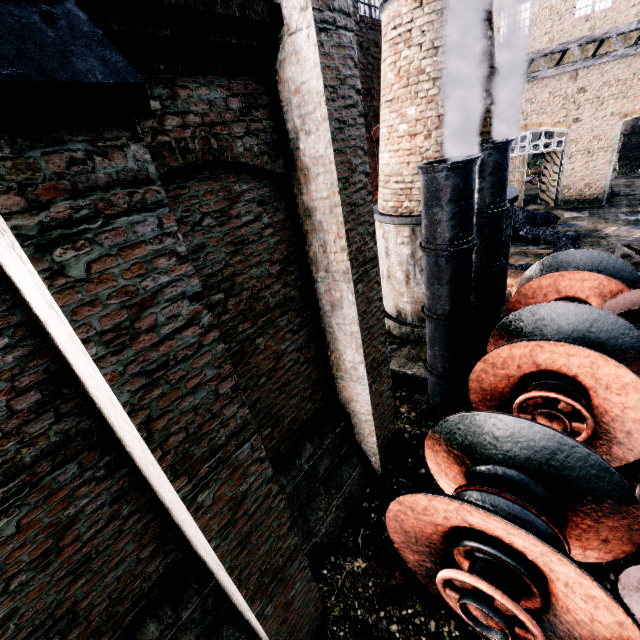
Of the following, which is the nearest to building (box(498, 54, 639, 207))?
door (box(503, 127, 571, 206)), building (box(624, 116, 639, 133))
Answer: door (box(503, 127, 571, 206))

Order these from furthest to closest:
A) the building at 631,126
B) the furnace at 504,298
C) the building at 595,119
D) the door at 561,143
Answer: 1. the building at 631,126
2. the door at 561,143
3. the building at 595,119
4. the furnace at 504,298

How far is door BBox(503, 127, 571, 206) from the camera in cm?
2086

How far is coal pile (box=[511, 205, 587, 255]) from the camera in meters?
15.6 m

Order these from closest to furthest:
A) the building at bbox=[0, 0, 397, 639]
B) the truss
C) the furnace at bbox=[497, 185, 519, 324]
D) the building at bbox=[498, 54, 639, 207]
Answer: the building at bbox=[0, 0, 397, 639], the truss, the furnace at bbox=[497, 185, 519, 324], the building at bbox=[498, 54, 639, 207]

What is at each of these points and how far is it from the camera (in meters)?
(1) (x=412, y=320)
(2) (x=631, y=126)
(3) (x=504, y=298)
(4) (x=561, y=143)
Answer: (1) furnace, 11.35
(2) building, 50.25
(3) furnace, 11.20
(4) door, 20.80

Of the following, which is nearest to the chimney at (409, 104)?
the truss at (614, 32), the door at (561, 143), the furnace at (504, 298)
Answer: the furnace at (504, 298)
